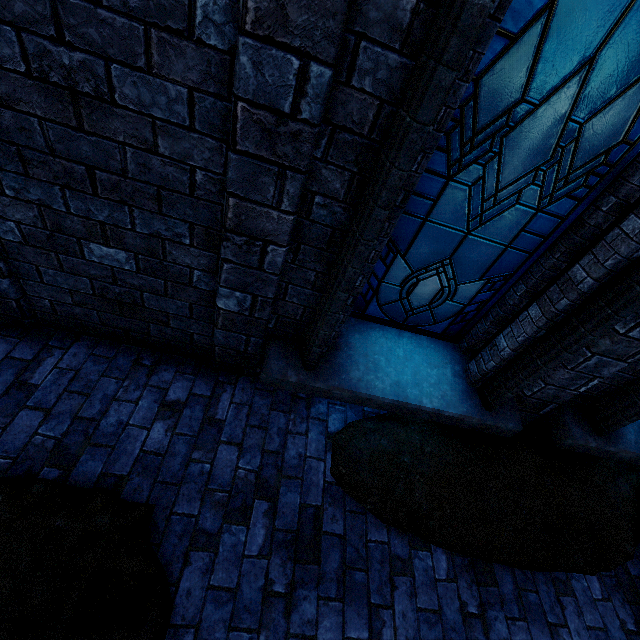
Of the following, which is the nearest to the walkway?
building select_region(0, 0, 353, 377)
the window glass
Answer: building select_region(0, 0, 353, 377)

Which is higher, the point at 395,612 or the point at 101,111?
the point at 101,111

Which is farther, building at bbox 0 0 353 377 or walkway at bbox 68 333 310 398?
walkway at bbox 68 333 310 398

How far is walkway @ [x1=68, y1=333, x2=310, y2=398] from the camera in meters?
2.9

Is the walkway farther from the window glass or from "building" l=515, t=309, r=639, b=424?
the window glass

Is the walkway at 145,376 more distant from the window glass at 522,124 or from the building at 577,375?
the window glass at 522,124

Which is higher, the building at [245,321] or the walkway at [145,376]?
the building at [245,321]
